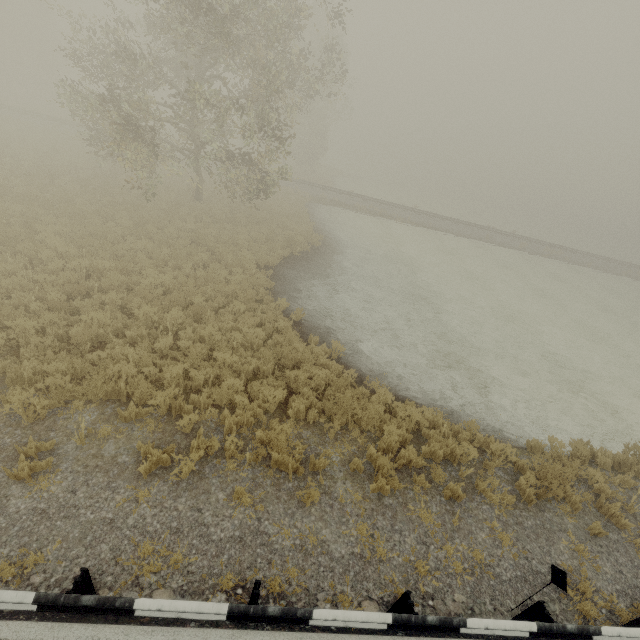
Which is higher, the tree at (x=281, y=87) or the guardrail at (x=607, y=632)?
the tree at (x=281, y=87)

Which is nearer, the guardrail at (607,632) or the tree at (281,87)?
the guardrail at (607,632)

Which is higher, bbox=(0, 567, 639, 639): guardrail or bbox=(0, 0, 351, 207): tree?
bbox=(0, 0, 351, 207): tree

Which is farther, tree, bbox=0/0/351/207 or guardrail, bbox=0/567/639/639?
tree, bbox=0/0/351/207

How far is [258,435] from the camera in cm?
659
